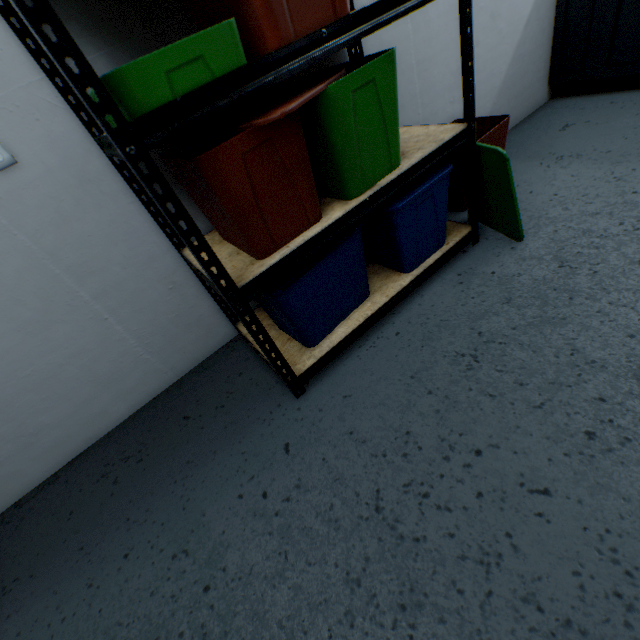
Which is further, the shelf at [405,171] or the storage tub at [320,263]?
the storage tub at [320,263]

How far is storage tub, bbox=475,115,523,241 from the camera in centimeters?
129cm

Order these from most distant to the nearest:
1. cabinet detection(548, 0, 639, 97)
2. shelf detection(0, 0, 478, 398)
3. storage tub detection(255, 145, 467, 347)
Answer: cabinet detection(548, 0, 639, 97) → storage tub detection(255, 145, 467, 347) → shelf detection(0, 0, 478, 398)

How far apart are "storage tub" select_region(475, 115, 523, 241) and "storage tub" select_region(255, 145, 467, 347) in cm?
59

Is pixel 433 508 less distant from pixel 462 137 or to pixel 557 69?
pixel 462 137

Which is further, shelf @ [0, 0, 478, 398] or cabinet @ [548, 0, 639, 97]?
cabinet @ [548, 0, 639, 97]

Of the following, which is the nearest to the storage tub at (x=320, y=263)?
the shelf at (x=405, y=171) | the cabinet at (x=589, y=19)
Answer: the shelf at (x=405, y=171)

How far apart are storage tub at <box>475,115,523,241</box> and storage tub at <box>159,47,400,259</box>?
0.4m
